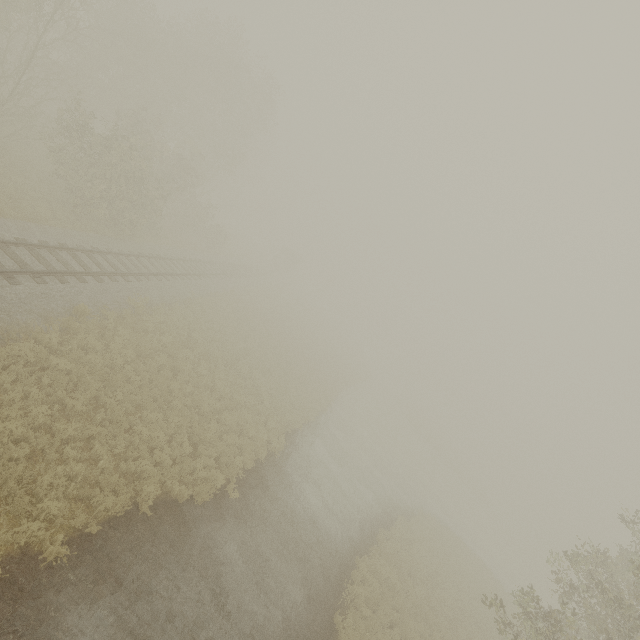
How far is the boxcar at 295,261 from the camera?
58.06m

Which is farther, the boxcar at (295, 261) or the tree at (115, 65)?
the boxcar at (295, 261)

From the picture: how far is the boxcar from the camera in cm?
5806

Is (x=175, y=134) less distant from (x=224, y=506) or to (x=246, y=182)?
(x=246, y=182)

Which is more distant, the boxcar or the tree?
the boxcar
